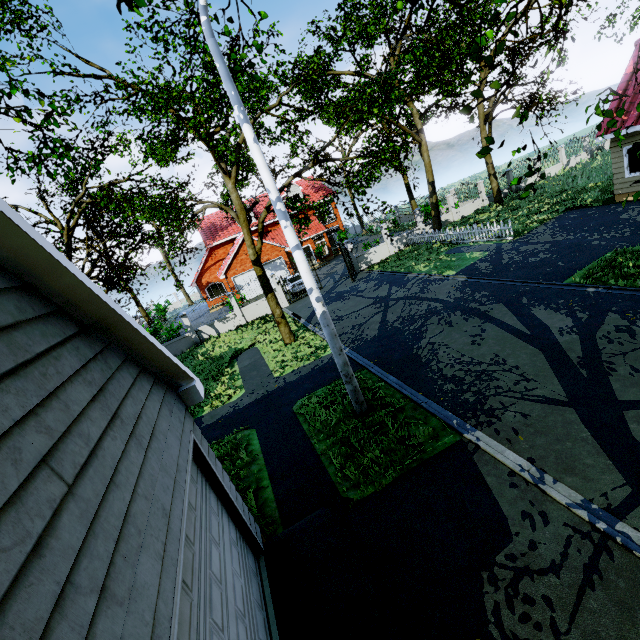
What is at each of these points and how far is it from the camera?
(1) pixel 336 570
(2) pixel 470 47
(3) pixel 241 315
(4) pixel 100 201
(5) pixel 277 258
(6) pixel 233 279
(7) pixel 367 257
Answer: (1) garage entrance, 4.9m
(2) tree, 2.6m
(3) fence, 22.5m
(4) tree, 11.7m
(5) garage door, 30.4m
(6) garage door, 29.4m
(7) fence, 25.1m

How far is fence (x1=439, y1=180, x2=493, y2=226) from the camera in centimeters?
2664cm

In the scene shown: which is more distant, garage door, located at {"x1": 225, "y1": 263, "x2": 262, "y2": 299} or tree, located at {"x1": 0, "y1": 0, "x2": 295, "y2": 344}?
garage door, located at {"x1": 225, "y1": 263, "x2": 262, "y2": 299}

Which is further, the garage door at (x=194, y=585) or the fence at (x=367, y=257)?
the fence at (x=367, y=257)

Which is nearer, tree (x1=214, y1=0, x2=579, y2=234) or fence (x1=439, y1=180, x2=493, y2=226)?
tree (x1=214, y1=0, x2=579, y2=234)

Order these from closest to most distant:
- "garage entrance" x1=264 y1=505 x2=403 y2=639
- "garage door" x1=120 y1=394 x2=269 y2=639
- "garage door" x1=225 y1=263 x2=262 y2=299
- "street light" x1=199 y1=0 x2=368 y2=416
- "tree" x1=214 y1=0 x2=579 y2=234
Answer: Answer:
"garage door" x1=120 y1=394 x2=269 y2=639
"garage entrance" x1=264 y1=505 x2=403 y2=639
"tree" x1=214 y1=0 x2=579 y2=234
"street light" x1=199 y1=0 x2=368 y2=416
"garage door" x1=225 y1=263 x2=262 y2=299

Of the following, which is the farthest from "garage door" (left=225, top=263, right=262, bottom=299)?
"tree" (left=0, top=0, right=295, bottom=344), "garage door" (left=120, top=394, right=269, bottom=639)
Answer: "garage door" (left=120, top=394, right=269, bottom=639)

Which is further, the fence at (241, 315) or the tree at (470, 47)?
the fence at (241, 315)
